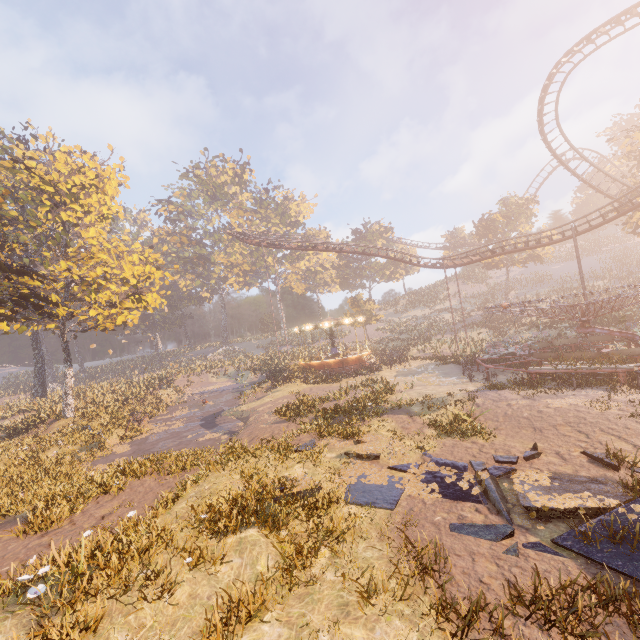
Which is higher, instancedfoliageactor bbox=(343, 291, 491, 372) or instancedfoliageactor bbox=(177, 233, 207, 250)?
instancedfoliageactor bbox=(177, 233, 207, 250)

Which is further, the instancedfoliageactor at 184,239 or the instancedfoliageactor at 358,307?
the instancedfoliageactor at 184,239

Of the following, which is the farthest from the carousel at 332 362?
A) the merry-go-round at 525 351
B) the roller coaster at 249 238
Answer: the merry-go-round at 525 351

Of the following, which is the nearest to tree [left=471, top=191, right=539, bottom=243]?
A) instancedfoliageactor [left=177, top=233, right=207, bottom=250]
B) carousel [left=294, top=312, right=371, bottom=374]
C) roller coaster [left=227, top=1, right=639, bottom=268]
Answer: roller coaster [left=227, top=1, right=639, bottom=268]

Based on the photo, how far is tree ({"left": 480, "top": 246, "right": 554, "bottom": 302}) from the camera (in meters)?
44.28

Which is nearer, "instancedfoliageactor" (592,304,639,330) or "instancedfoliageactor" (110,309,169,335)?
"instancedfoliageactor" (592,304,639,330)

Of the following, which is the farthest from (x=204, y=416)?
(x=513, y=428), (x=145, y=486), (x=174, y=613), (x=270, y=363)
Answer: (x=513, y=428)

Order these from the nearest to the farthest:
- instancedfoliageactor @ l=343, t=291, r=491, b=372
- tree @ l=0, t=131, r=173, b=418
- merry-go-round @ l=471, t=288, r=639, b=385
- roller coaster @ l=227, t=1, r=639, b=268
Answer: merry-go-round @ l=471, t=288, r=639, b=385 → tree @ l=0, t=131, r=173, b=418 → roller coaster @ l=227, t=1, r=639, b=268 → instancedfoliageactor @ l=343, t=291, r=491, b=372
